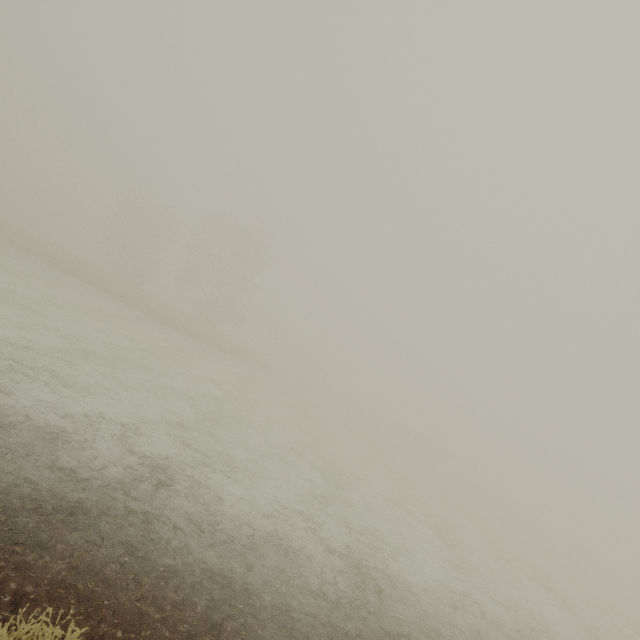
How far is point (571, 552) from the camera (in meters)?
26.55
